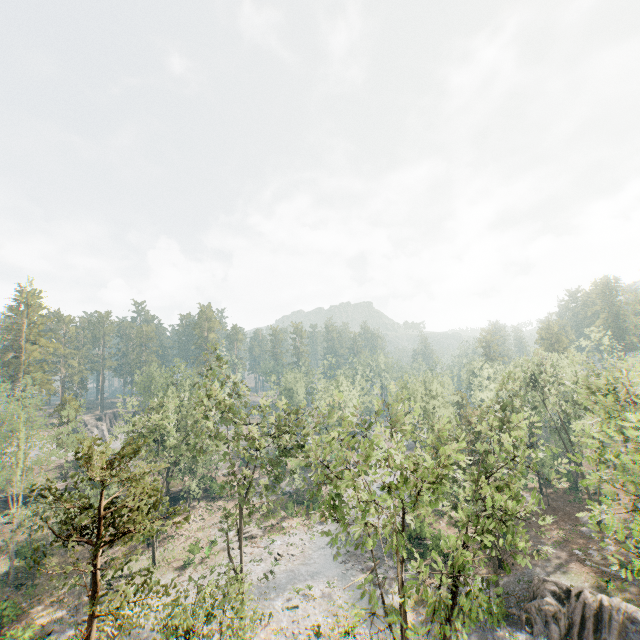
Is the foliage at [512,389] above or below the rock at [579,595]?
above

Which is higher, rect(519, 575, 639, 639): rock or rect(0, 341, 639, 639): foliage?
rect(0, 341, 639, 639): foliage

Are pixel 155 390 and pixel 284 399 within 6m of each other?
no

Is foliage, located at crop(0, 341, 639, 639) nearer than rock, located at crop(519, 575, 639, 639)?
Yes

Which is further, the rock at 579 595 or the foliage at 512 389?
the rock at 579 595
